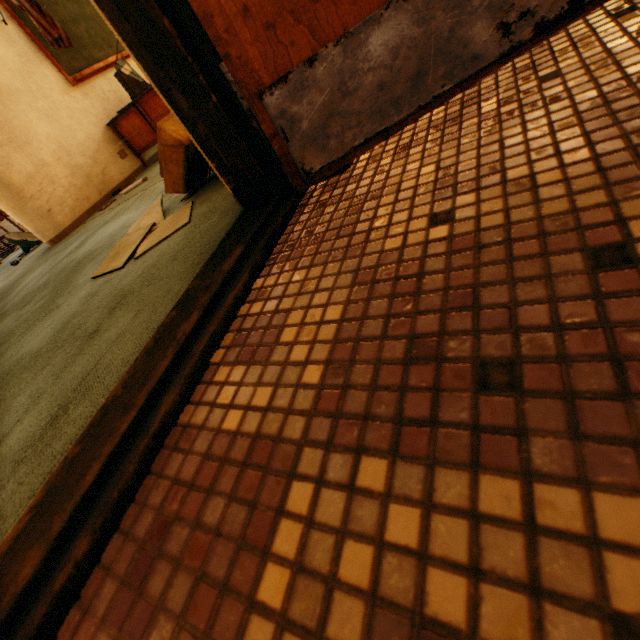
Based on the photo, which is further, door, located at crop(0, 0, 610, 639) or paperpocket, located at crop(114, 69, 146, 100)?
paperpocket, located at crop(114, 69, 146, 100)

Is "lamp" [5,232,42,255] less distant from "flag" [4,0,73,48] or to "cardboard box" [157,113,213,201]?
"flag" [4,0,73,48]

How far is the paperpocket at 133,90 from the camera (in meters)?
4.02

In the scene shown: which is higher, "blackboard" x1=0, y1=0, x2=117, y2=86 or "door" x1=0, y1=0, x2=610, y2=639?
"blackboard" x1=0, y1=0, x2=117, y2=86

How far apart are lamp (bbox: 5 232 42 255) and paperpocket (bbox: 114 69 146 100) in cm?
289

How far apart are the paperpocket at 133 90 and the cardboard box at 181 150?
2.97m

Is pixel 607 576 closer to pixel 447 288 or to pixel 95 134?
pixel 447 288

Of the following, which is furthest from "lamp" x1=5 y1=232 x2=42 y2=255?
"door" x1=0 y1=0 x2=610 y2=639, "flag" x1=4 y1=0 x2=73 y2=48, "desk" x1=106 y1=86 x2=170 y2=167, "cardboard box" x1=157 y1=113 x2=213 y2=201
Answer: "door" x1=0 y1=0 x2=610 y2=639
